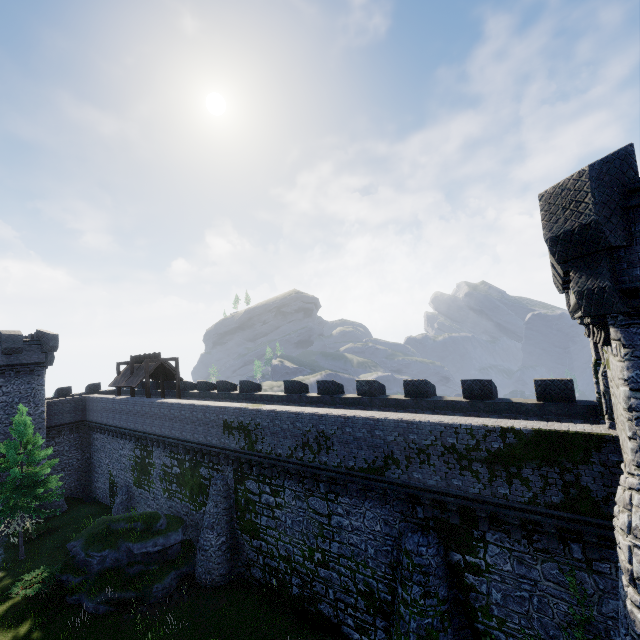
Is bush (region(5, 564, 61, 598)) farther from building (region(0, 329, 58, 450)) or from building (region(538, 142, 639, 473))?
building (region(538, 142, 639, 473))

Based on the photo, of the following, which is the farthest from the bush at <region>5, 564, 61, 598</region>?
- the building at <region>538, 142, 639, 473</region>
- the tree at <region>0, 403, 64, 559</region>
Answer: the building at <region>538, 142, 639, 473</region>

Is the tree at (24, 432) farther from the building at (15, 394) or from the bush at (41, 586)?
the building at (15, 394)

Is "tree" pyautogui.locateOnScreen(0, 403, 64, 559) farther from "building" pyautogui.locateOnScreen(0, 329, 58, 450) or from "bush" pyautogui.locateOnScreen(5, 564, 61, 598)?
"building" pyautogui.locateOnScreen(0, 329, 58, 450)

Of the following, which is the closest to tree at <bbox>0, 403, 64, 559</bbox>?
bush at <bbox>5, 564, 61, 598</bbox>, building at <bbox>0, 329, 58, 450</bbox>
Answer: bush at <bbox>5, 564, 61, 598</bbox>

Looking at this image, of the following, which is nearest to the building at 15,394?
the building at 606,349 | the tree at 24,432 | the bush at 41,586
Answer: the tree at 24,432

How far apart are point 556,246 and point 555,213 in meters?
0.8 m
